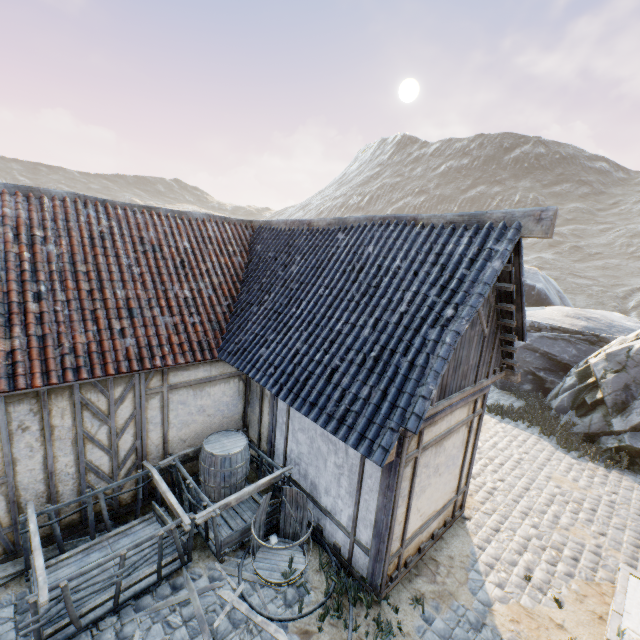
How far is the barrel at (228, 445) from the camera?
6.3 meters

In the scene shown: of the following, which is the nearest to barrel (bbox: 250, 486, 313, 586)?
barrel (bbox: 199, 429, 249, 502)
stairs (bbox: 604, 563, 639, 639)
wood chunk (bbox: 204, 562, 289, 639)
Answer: wood chunk (bbox: 204, 562, 289, 639)

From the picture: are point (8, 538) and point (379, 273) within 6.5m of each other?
no

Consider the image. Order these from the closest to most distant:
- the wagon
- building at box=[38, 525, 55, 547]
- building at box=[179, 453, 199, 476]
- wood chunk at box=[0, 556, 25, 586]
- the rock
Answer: the wagon → wood chunk at box=[0, 556, 25, 586] → building at box=[38, 525, 55, 547] → building at box=[179, 453, 199, 476] → the rock

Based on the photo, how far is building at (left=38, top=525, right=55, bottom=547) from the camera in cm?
538

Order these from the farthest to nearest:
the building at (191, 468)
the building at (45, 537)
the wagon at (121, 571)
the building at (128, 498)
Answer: the building at (191, 468)
the building at (128, 498)
the building at (45, 537)
the wagon at (121, 571)

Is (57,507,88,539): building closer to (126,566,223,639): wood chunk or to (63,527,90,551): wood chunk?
(63,527,90,551): wood chunk

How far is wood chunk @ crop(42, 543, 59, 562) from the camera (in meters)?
5.18
